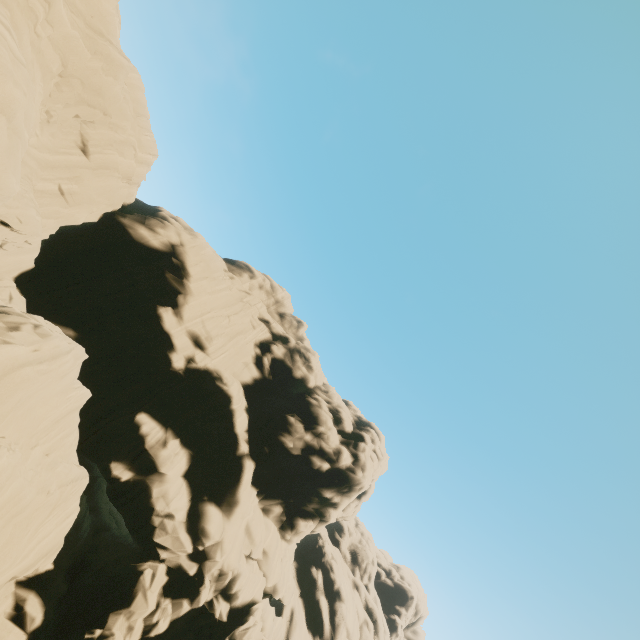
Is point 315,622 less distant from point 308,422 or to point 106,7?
point 308,422
